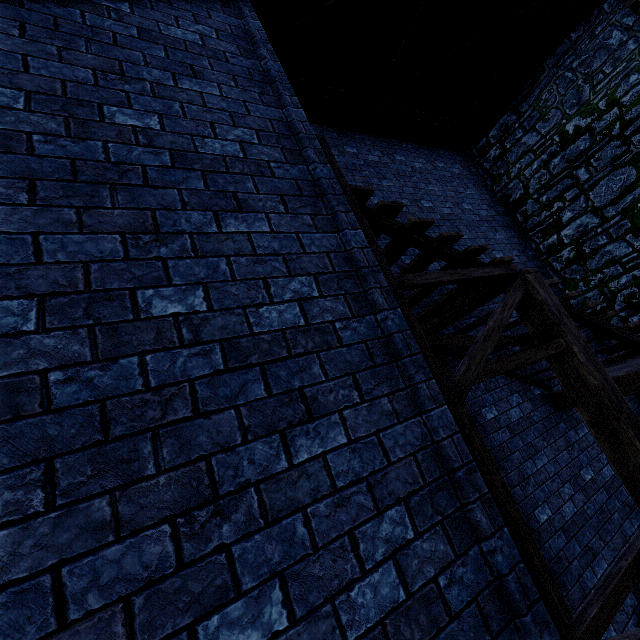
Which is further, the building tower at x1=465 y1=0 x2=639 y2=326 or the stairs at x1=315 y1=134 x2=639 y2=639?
the building tower at x1=465 y1=0 x2=639 y2=326

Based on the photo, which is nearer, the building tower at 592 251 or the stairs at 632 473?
the stairs at 632 473

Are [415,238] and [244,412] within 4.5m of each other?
yes
